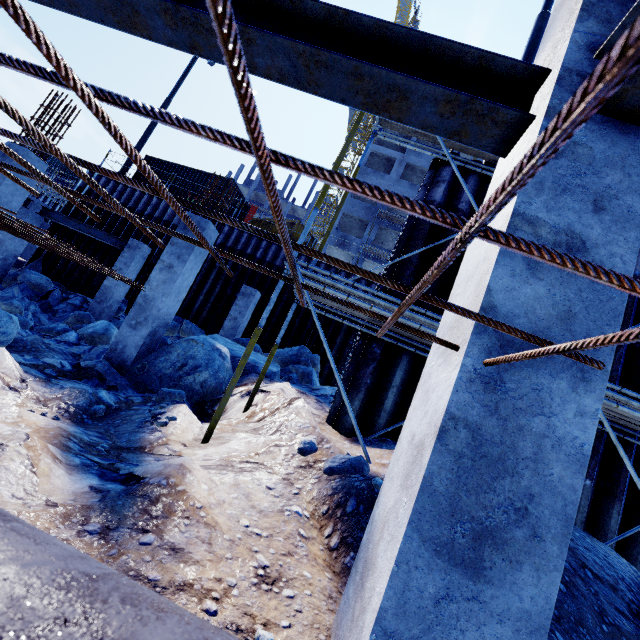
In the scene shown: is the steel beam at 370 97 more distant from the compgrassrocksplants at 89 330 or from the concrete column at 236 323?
the concrete column at 236 323

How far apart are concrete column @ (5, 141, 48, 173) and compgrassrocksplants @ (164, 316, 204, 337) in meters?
5.6

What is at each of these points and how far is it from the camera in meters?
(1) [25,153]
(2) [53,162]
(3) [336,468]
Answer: (1) concrete column, 7.7
(2) cargo container, 32.2
(3) compgrassrocksplants, 3.2

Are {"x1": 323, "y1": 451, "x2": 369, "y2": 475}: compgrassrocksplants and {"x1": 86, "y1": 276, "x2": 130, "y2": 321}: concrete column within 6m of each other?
no

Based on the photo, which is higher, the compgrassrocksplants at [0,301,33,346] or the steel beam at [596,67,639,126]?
the steel beam at [596,67,639,126]

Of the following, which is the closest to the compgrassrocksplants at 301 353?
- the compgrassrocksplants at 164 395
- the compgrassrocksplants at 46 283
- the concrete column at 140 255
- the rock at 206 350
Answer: the rock at 206 350

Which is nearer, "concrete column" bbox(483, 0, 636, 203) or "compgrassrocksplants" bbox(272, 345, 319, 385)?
"concrete column" bbox(483, 0, 636, 203)

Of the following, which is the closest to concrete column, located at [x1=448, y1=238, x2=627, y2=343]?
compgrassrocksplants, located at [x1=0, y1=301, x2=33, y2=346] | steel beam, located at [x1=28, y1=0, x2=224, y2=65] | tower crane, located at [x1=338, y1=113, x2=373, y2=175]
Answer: steel beam, located at [x1=28, y1=0, x2=224, y2=65]
